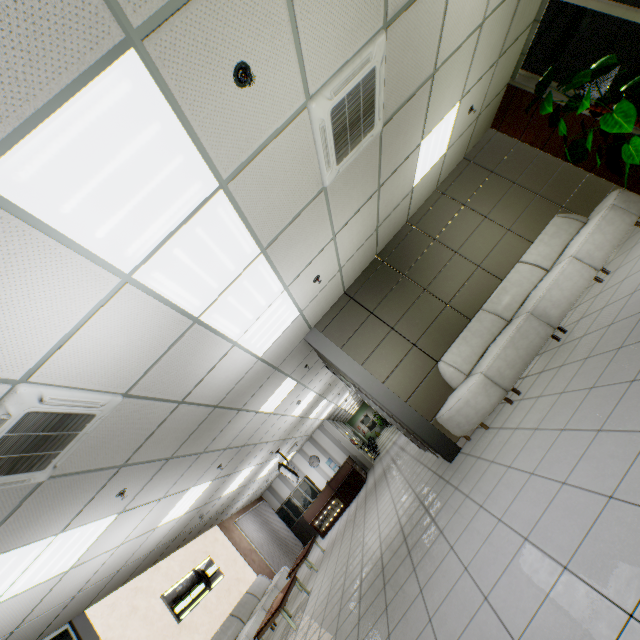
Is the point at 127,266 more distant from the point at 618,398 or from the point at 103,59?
the point at 618,398

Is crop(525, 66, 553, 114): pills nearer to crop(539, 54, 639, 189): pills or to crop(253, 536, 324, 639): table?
crop(539, 54, 639, 189): pills

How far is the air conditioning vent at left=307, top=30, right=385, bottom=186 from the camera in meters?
2.7

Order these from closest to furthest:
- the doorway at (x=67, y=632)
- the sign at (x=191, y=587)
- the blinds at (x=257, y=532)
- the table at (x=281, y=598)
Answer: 1. the doorway at (x=67, y=632)
2. the table at (x=281, y=598)
3. the sign at (x=191, y=587)
4. the blinds at (x=257, y=532)

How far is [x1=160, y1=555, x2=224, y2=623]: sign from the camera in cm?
769

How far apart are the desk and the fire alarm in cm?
1374

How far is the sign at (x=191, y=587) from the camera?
7.7m

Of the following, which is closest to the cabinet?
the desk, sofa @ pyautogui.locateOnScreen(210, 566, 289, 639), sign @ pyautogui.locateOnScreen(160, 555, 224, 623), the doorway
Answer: the desk
